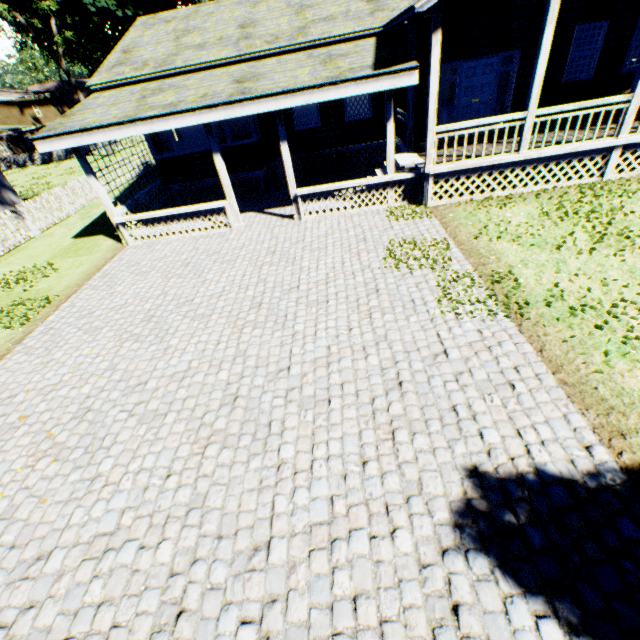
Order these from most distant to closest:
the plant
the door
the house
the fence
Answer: the plant
the fence
the door
the house

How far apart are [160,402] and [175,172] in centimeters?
1100cm

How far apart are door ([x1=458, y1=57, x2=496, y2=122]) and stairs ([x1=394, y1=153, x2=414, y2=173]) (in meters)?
2.66

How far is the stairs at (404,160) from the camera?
9.8m

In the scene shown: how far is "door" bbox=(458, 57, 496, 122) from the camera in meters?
10.6

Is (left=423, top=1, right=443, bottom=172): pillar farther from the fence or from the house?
the fence

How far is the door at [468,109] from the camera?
10.6 meters

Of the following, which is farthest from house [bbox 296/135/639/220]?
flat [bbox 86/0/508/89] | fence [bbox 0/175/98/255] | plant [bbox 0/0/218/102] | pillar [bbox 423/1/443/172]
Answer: plant [bbox 0/0/218/102]
